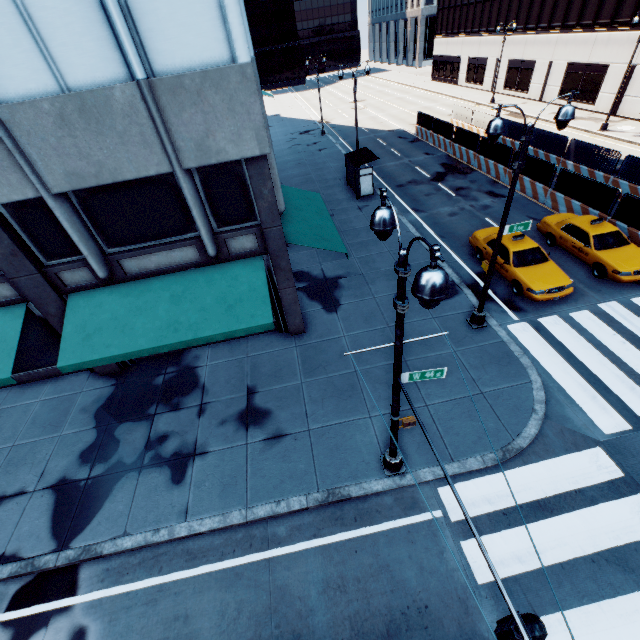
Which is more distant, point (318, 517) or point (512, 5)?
point (512, 5)

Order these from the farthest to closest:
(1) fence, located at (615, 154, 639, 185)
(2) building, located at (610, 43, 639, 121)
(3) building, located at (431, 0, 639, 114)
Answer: (3) building, located at (431, 0, 639, 114)
(2) building, located at (610, 43, 639, 121)
(1) fence, located at (615, 154, 639, 185)

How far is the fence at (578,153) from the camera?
19.0 meters

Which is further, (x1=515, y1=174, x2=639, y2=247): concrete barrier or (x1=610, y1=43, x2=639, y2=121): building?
(x1=610, y1=43, x2=639, y2=121): building

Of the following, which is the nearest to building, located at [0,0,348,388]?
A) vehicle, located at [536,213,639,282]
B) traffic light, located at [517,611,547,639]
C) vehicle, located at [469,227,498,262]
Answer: vehicle, located at [469,227,498,262]

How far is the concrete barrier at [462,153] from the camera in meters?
22.5

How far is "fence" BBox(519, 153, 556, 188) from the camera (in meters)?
18.69

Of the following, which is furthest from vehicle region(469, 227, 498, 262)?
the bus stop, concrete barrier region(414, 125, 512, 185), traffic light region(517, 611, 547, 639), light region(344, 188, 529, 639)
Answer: traffic light region(517, 611, 547, 639)
